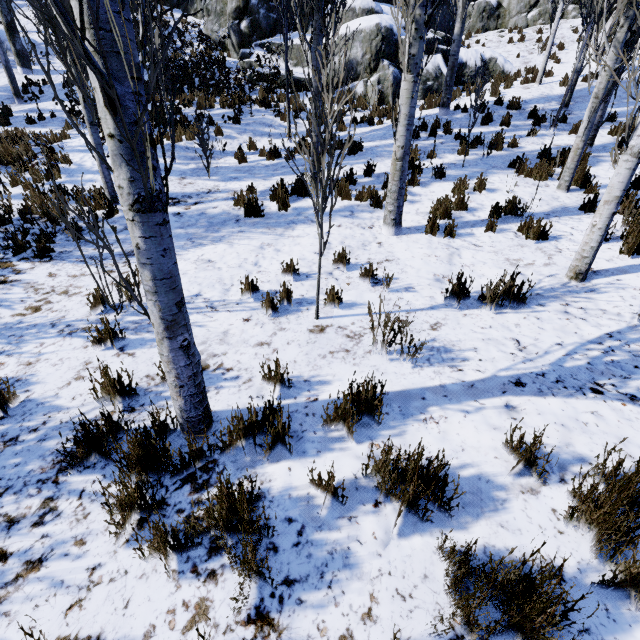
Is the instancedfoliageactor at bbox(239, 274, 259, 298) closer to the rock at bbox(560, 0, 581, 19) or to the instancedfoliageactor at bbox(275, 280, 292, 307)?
the instancedfoliageactor at bbox(275, 280, 292, 307)

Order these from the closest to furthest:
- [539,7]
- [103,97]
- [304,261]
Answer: [103,97] → [304,261] → [539,7]

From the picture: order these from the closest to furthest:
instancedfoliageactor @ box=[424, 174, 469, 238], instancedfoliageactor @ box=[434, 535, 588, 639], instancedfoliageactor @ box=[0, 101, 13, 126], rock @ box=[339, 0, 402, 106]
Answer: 1. instancedfoliageactor @ box=[434, 535, 588, 639]
2. instancedfoliageactor @ box=[424, 174, 469, 238]
3. instancedfoliageactor @ box=[0, 101, 13, 126]
4. rock @ box=[339, 0, 402, 106]

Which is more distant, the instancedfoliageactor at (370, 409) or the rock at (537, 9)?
the rock at (537, 9)

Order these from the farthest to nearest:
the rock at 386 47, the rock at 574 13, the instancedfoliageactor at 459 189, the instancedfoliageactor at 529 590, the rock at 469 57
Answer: the rock at 574 13, the rock at 469 57, the rock at 386 47, the instancedfoliageactor at 459 189, the instancedfoliageactor at 529 590

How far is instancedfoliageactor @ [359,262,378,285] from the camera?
A: 4.5 meters

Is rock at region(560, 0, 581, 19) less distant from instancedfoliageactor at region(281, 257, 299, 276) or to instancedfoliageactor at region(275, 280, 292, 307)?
instancedfoliageactor at region(275, 280, 292, 307)
